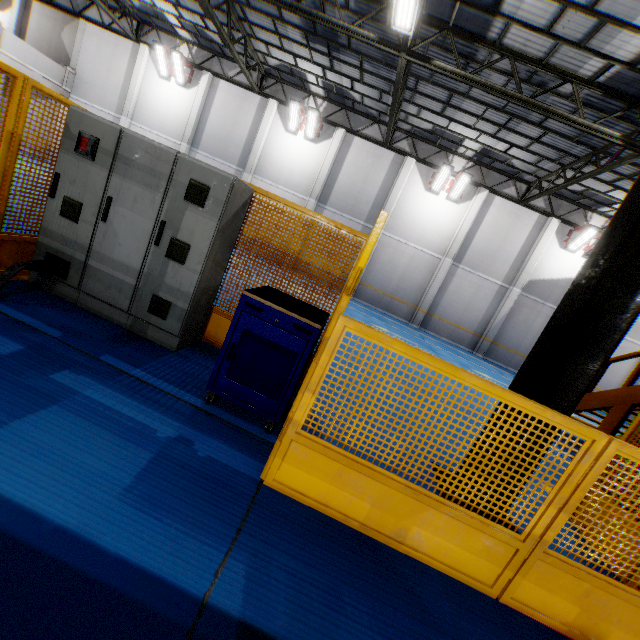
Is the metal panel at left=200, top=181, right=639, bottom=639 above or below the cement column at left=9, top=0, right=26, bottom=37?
below

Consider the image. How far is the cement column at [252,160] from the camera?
17.2m

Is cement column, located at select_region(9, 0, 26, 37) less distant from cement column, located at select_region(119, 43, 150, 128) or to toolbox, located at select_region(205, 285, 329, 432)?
cement column, located at select_region(119, 43, 150, 128)

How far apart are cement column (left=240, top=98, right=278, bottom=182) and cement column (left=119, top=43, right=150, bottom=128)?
7.23m

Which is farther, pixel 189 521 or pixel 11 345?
pixel 11 345

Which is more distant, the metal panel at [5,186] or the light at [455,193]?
the light at [455,193]

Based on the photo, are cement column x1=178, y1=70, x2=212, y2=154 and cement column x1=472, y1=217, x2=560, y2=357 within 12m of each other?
no

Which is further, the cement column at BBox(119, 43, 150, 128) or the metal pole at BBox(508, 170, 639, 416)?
the cement column at BBox(119, 43, 150, 128)
